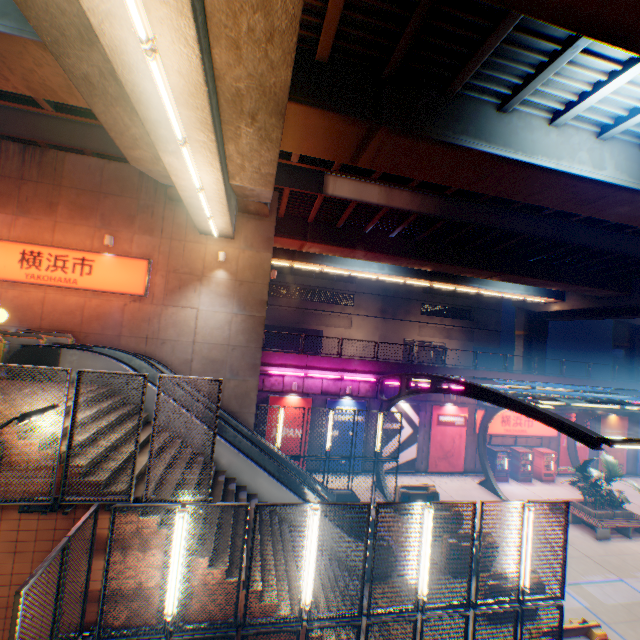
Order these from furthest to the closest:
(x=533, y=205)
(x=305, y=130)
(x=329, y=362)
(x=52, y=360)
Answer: (x=329, y=362) → (x=533, y=205) → (x=52, y=360) → (x=305, y=130)

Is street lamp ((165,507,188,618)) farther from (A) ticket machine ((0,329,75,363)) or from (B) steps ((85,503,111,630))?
(A) ticket machine ((0,329,75,363))

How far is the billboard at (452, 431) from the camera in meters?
21.1 m

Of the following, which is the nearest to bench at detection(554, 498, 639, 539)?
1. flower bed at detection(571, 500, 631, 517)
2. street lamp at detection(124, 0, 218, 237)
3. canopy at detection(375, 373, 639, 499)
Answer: flower bed at detection(571, 500, 631, 517)

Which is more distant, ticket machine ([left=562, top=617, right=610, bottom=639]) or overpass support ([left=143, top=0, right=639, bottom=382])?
ticket machine ([left=562, top=617, right=610, bottom=639])

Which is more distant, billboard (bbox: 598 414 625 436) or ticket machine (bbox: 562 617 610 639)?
billboard (bbox: 598 414 625 436)

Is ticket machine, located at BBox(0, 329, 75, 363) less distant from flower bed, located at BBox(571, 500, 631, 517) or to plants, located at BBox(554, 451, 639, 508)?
plants, located at BBox(554, 451, 639, 508)

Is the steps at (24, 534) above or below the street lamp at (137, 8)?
below
